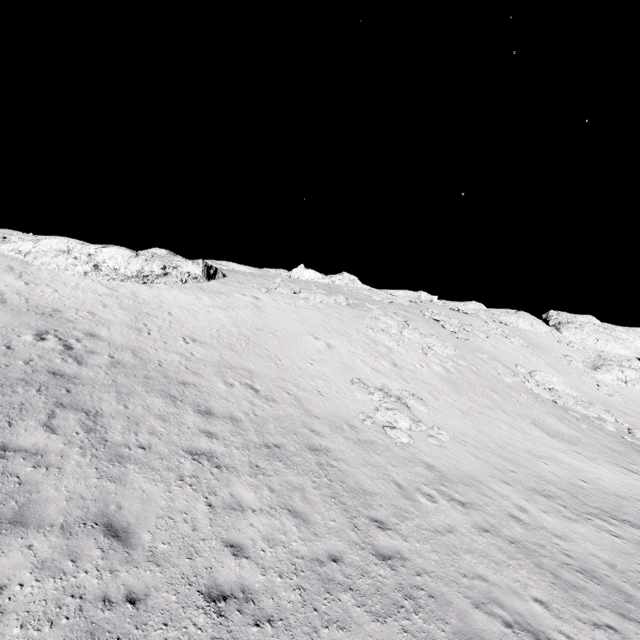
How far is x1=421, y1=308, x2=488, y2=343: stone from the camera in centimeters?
3244cm

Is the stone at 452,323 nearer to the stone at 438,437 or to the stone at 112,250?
the stone at 438,437

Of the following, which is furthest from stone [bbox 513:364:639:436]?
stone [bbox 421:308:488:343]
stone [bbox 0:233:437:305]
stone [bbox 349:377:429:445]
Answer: stone [bbox 0:233:437:305]

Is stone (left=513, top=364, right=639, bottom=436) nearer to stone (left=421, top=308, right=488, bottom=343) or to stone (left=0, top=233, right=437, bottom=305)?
stone (left=421, top=308, right=488, bottom=343)

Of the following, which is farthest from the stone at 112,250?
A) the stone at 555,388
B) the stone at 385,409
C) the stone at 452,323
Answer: the stone at 555,388

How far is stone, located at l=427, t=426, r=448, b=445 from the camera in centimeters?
1470cm

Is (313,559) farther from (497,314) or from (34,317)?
(497,314)

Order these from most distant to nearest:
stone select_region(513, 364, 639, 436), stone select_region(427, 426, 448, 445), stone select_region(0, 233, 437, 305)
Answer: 1. stone select_region(513, 364, 639, 436)
2. stone select_region(0, 233, 437, 305)
3. stone select_region(427, 426, 448, 445)
